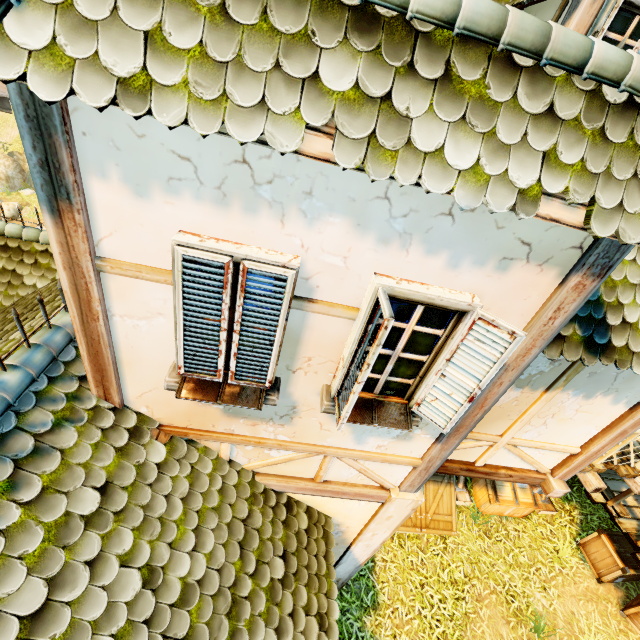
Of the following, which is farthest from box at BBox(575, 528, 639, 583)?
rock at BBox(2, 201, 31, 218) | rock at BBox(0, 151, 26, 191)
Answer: rock at BBox(0, 151, 26, 191)

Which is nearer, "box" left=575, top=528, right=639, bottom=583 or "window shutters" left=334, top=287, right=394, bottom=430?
"window shutters" left=334, top=287, right=394, bottom=430

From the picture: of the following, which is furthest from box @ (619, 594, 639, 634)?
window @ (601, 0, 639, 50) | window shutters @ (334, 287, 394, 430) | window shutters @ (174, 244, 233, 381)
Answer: window shutters @ (174, 244, 233, 381)

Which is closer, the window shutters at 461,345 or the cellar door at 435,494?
the window shutters at 461,345

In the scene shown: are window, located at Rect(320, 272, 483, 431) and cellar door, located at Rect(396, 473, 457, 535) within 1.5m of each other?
no

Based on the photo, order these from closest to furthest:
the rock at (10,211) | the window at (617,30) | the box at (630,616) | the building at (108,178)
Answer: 1. the building at (108,178)
2. the window at (617,30)
3. the box at (630,616)
4. the rock at (10,211)

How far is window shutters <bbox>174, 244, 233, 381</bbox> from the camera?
2.01m

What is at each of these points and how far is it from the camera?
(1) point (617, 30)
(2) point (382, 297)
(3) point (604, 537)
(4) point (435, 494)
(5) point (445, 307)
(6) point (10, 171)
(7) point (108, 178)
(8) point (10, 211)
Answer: (1) window, 3.7m
(2) window shutters, 2.1m
(3) box, 7.3m
(4) cellar door, 8.0m
(5) window, 2.3m
(6) rock, 22.5m
(7) building, 1.9m
(8) rock, 21.1m
